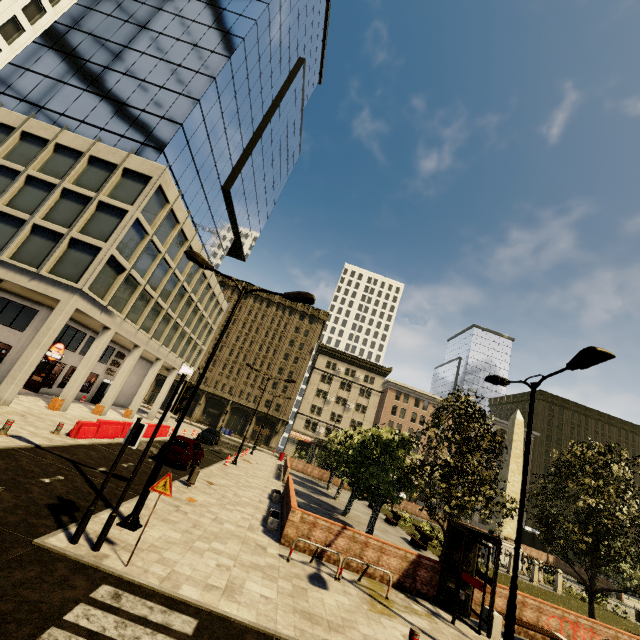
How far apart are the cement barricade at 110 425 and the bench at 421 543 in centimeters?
1901cm

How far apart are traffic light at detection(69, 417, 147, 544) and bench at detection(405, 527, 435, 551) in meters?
18.5

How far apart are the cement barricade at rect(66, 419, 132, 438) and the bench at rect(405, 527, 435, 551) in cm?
1901

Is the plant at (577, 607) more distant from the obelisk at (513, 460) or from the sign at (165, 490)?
the sign at (165, 490)

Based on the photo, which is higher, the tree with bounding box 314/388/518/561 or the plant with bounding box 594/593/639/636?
the tree with bounding box 314/388/518/561

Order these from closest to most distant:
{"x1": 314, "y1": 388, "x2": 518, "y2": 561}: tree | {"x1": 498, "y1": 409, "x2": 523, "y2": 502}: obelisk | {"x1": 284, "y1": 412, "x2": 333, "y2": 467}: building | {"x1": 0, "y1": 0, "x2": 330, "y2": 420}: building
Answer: {"x1": 314, "y1": 388, "x2": 518, "y2": 561}: tree
{"x1": 0, "y1": 0, "x2": 330, "y2": 420}: building
{"x1": 498, "y1": 409, "x2": 523, "y2": 502}: obelisk
{"x1": 284, "y1": 412, "x2": 333, "y2": 467}: building

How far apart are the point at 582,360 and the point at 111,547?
12.28m

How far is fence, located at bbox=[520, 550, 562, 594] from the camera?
21.95m
